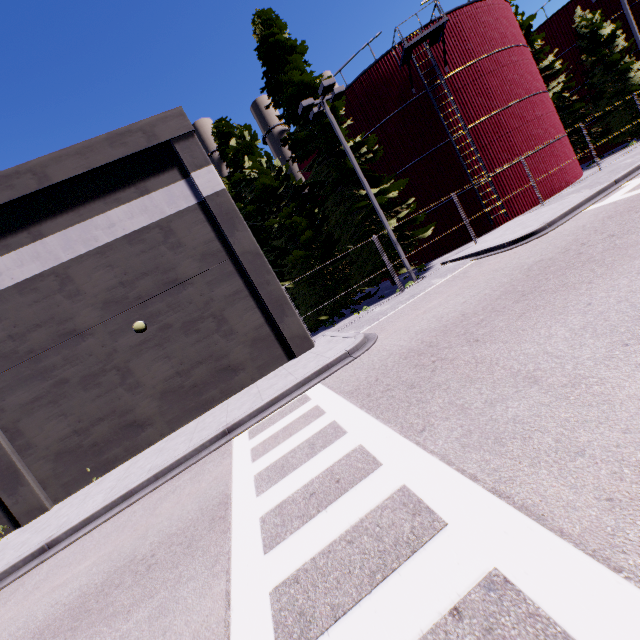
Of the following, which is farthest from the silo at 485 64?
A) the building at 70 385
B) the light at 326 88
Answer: the light at 326 88

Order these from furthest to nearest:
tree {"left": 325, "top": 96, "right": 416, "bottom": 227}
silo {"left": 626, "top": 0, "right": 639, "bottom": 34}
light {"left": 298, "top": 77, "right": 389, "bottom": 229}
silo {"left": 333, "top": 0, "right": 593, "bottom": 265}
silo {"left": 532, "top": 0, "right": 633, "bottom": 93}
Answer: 1. silo {"left": 532, "top": 0, "right": 633, "bottom": 93}
2. silo {"left": 626, "top": 0, "right": 639, "bottom": 34}
3. silo {"left": 333, "top": 0, "right": 593, "bottom": 265}
4. tree {"left": 325, "top": 96, "right": 416, "bottom": 227}
5. light {"left": 298, "top": 77, "right": 389, "bottom": 229}

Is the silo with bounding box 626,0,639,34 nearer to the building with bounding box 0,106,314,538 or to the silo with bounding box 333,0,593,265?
the silo with bounding box 333,0,593,265

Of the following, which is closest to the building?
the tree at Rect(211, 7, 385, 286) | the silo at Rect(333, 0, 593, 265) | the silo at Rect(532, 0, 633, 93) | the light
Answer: the silo at Rect(333, 0, 593, 265)

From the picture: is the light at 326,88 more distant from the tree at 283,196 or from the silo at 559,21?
the silo at 559,21

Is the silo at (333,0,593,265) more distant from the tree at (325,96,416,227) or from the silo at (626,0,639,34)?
the silo at (626,0,639,34)

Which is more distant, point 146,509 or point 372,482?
point 146,509

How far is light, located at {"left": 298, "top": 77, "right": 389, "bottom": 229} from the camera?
14.5 meters
